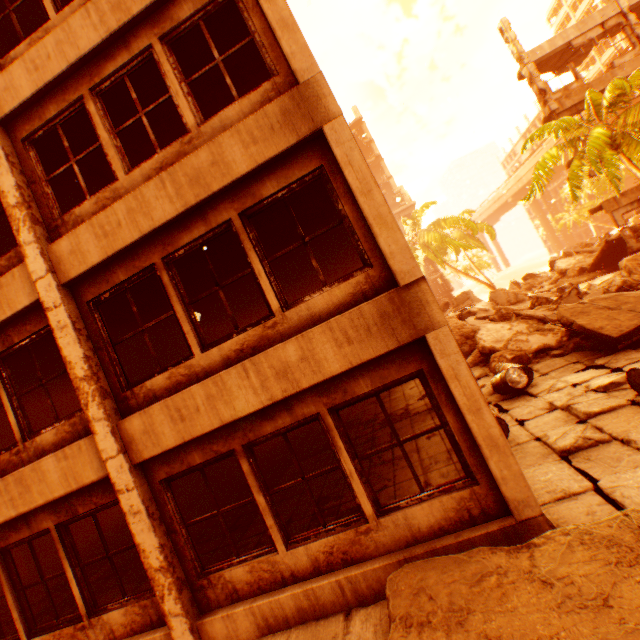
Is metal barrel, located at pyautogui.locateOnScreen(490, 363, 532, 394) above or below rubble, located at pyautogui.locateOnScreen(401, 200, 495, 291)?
below

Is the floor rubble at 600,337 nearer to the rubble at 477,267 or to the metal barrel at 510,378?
the rubble at 477,267

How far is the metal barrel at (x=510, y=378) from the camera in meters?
7.9 m

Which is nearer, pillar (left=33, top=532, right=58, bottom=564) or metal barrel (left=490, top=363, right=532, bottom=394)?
metal barrel (left=490, top=363, right=532, bottom=394)

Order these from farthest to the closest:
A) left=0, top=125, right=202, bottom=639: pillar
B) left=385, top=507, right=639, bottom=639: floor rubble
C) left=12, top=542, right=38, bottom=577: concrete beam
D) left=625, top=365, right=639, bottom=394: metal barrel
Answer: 1. left=12, top=542, right=38, bottom=577: concrete beam
2. left=625, top=365, right=639, bottom=394: metal barrel
3. left=0, top=125, right=202, bottom=639: pillar
4. left=385, top=507, right=639, bottom=639: floor rubble

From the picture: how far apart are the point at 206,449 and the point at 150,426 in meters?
0.9 m

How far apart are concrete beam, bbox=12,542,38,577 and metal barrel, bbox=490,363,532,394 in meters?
16.0 m

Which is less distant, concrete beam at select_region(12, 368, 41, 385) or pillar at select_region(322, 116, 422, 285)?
pillar at select_region(322, 116, 422, 285)
